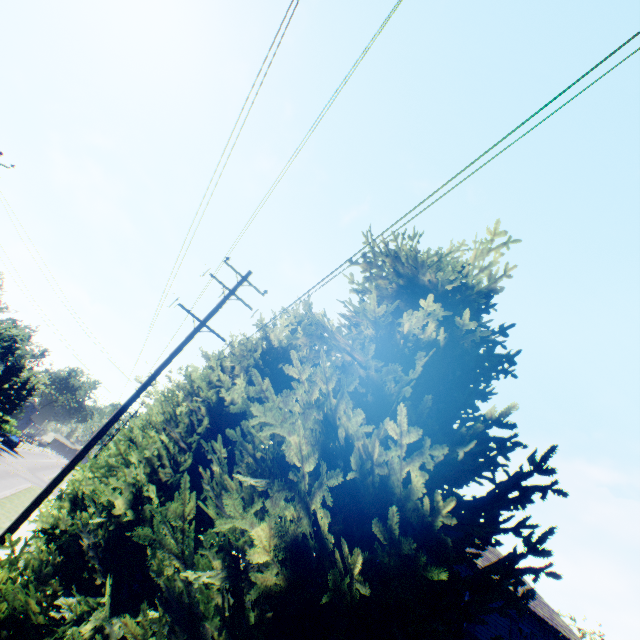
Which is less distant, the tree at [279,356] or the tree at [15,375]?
the tree at [279,356]

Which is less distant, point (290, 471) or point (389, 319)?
point (290, 471)

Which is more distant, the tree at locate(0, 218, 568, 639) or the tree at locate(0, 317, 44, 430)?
the tree at locate(0, 317, 44, 430)
